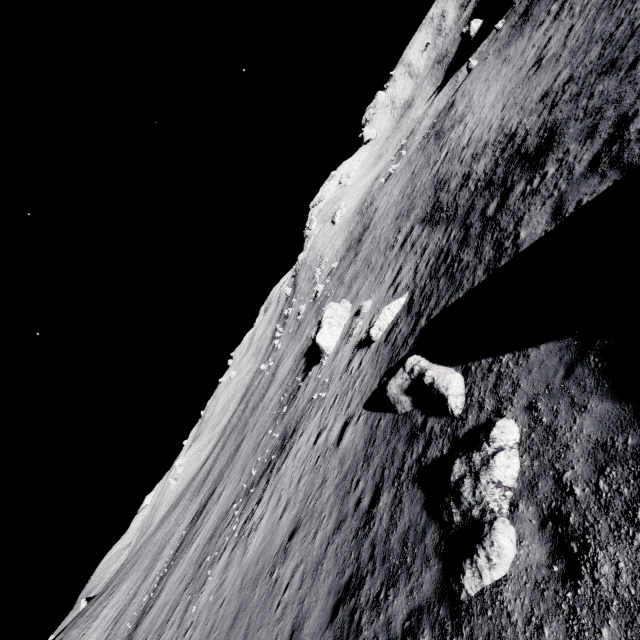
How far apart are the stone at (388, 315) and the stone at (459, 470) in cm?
1066

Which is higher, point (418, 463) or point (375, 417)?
point (418, 463)

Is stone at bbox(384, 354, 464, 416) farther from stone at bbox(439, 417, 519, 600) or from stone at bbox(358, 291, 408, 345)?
stone at bbox(358, 291, 408, 345)

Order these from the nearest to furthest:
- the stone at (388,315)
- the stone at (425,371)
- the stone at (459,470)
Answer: the stone at (459,470)
the stone at (425,371)
the stone at (388,315)

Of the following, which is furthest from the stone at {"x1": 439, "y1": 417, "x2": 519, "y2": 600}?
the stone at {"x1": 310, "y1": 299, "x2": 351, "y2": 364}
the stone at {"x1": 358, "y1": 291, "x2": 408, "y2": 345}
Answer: the stone at {"x1": 310, "y1": 299, "x2": 351, "y2": 364}

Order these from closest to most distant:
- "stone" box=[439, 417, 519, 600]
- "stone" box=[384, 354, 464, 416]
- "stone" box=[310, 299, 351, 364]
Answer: "stone" box=[439, 417, 519, 600]
"stone" box=[384, 354, 464, 416]
"stone" box=[310, 299, 351, 364]

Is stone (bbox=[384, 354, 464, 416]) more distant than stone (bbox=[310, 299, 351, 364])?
No
